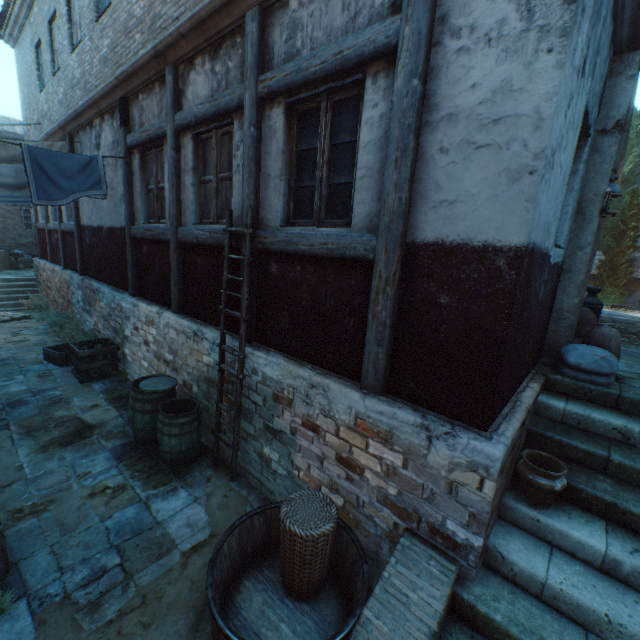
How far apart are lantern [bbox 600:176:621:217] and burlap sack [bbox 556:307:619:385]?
1.4 meters

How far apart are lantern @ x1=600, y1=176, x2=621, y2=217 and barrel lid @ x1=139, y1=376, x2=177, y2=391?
6.40m

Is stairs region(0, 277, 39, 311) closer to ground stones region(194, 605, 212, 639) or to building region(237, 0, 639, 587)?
building region(237, 0, 639, 587)

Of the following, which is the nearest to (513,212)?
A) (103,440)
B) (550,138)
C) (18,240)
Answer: (550,138)

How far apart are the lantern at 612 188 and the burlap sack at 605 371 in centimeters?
138cm

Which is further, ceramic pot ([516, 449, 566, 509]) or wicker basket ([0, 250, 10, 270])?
wicker basket ([0, 250, 10, 270])

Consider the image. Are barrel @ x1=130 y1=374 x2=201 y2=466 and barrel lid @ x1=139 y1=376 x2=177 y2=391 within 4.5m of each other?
yes

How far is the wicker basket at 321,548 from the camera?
2.79m
